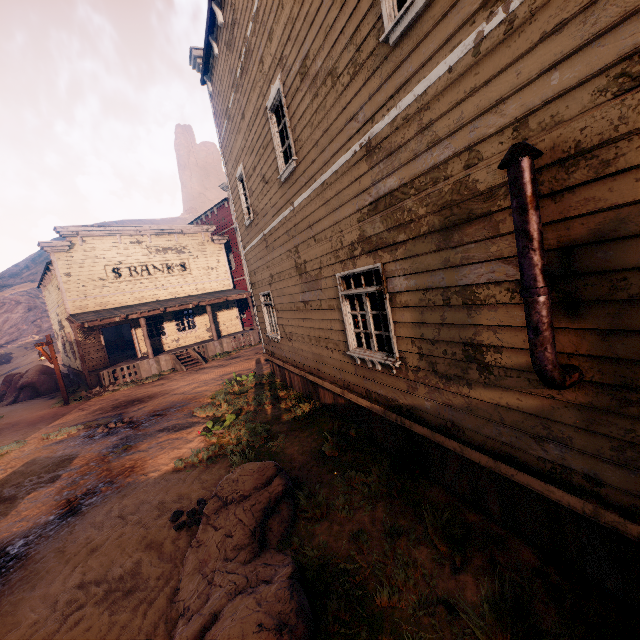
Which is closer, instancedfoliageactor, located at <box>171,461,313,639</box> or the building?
the building

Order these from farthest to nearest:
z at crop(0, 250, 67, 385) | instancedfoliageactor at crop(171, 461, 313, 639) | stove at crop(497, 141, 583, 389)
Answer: z at crop(0, 250, 67, 385) < instancedfoliageactor at crop(171, 461, 313, 639) < stove at crop(497, 141, 583, 389)

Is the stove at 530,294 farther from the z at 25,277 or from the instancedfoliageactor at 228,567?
the instancedfoliageactor at 228,567

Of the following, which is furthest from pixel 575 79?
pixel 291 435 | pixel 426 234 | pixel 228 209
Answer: pixel 228 209

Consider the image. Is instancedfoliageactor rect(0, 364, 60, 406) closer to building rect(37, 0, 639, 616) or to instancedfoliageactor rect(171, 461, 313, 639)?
building rect(37, 0, 639, 616)

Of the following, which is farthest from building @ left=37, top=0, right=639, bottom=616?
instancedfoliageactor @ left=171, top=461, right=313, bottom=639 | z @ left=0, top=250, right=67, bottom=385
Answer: instancedfoliageactor @ left=171, top=461, right=313, bottom=639

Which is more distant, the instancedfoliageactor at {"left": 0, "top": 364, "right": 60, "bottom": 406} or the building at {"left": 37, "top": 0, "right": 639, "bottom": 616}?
the instancedfoliageactor at {"left": 0, "top": 364, "right": 60, "bottom": 406}

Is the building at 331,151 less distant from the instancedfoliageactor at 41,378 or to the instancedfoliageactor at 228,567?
the instancedfoliageactor at 41,378
